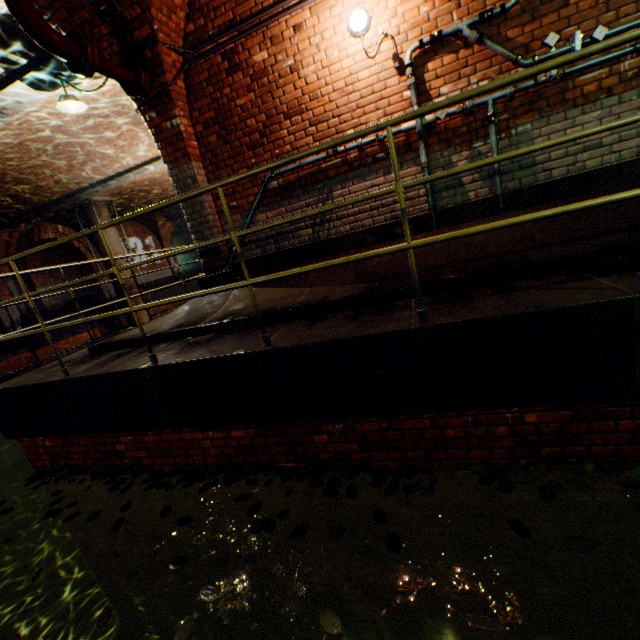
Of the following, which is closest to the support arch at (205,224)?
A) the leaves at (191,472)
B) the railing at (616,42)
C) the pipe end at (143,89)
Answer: the pipe end at (143,89)

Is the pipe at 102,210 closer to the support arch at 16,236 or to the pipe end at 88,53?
the support arch at 16,236

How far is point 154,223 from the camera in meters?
21.6

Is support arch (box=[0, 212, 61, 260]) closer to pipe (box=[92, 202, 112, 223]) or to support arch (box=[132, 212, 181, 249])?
pipe (box=[92, 202, 112, 223])

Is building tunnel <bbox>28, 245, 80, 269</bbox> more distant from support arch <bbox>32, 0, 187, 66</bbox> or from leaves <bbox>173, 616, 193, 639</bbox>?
leaves <bbox>173, 616, 193, 639</bbox>

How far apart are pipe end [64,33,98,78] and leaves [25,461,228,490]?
4.3m

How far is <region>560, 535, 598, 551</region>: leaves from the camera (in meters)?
1.75

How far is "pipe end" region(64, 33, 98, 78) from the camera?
3.4 meters
